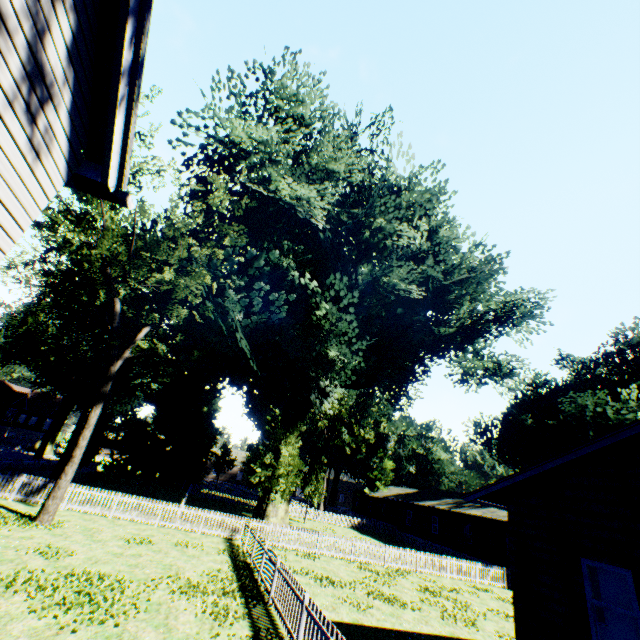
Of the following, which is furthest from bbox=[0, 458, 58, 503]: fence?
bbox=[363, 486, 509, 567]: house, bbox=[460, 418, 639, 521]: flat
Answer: bbox=[460, 418, 639, 521]: flat

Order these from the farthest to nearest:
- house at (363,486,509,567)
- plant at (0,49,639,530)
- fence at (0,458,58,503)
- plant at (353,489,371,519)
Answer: plant at (353,489,371,519)
house at (363,486,509,567)
plant at (0,49,639,530)
fence at (0,458,58,503)

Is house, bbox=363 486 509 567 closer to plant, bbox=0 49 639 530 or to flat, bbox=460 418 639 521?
plant, bbox=0 49 639 530

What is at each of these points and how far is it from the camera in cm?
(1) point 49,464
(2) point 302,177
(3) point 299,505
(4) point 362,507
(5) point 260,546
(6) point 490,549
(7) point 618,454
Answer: (1) fence, 2920
(2) plant, 2358
(3) fence, 4991
(4) plant, 5616
(5) fence, 1470
(6) house, 2783
(7) flat, 759

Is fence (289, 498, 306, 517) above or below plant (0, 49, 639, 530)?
below

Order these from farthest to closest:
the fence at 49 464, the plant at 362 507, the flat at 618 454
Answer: the plant at 362 507, the fence at 49 464, the flat at 618 454

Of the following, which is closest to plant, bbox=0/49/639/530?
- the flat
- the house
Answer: the house

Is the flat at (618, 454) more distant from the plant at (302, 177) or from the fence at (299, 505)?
the plant at (302, 177)
